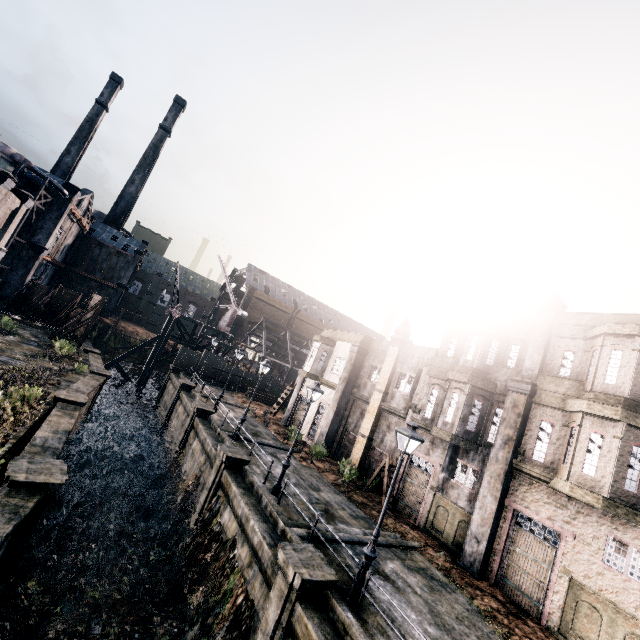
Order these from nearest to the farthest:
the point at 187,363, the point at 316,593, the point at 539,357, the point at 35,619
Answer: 1. the point at 316,593
2. the point at 35,619
3. the point at 539,357
4. the point at 187,363

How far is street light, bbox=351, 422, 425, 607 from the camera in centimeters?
1010cm

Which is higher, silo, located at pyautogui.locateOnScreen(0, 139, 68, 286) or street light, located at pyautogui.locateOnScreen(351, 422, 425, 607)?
silo, located at pyautogui.locateOnScreen(0, 139, 68, 286)

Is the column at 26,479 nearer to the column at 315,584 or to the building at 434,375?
the column at 315,584

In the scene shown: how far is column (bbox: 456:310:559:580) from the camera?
15.2m

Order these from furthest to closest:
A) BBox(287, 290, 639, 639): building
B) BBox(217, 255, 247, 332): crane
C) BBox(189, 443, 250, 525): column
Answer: BBox(217, 255, 247, 332): crane < BBox(189, 443, 250, 525): column < BBox(287, 290, 639, 639): building

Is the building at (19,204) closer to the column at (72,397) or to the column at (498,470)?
the column at (72,397)

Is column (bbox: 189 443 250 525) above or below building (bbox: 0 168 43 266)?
below
